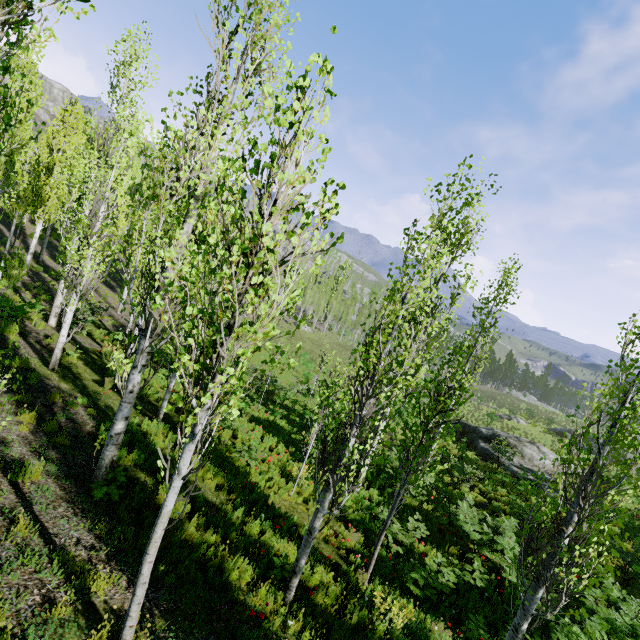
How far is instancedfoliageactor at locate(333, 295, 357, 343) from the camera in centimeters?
5745cm

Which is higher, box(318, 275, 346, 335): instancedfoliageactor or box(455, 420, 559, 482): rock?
box(318, 275, 346, 335): instancedfoliageactor

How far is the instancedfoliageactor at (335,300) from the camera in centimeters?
5762cm

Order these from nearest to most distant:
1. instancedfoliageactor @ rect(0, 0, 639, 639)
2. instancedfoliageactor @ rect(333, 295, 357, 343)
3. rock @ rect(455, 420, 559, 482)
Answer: instancedfoliageactor @ rect(0, 0, 639, 639) < rock @ rect(455, 420, 559, 482) < instancedfoliageactor @ rect(333, 295, 357, 343)

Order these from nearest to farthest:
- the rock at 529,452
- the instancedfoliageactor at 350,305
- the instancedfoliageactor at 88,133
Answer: the instancedfoliageactor at 88,133
the rock at 529,452
the instancedfoliageactor at 350,305

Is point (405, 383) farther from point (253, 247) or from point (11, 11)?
point (253, 247)

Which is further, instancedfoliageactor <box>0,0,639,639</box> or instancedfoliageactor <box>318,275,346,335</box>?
instancedfoliageactor <box>318,275,346,335</box>
